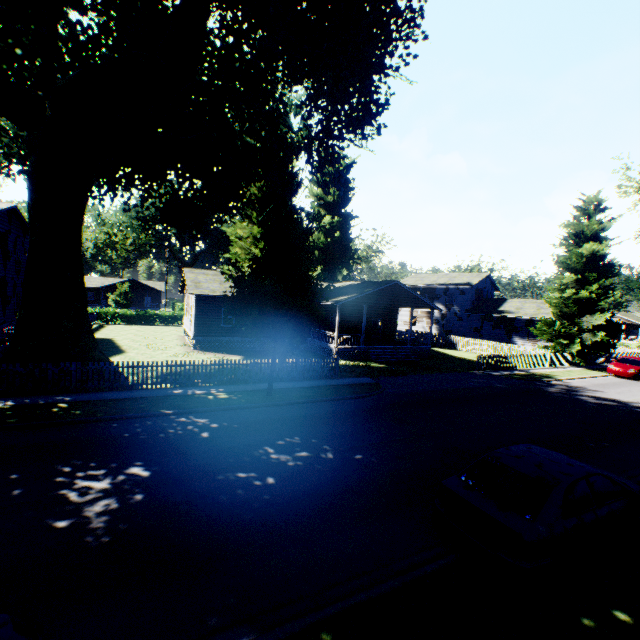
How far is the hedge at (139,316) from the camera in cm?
3978

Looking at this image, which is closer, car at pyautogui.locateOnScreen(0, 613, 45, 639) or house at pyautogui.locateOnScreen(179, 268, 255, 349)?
car at pyautogui.locateOnScreen(0, 613, 45, 639)

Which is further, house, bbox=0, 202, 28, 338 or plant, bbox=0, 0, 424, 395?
house, bbox=0, 202, 28, 338

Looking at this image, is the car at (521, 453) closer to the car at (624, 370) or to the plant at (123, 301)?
the plant at (123, 301)

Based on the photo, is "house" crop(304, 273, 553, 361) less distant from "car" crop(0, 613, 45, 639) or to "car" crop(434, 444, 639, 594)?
"car" crop(434, 444, 639, 594)

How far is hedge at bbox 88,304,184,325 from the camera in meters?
39.8

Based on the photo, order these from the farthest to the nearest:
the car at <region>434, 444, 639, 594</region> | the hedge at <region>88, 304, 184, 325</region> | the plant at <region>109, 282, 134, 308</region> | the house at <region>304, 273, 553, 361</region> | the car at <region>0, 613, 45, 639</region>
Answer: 1. the plant at <region>109, 282, 134, 308</region>
2. the hedge at <region>88, 304, 184, 325</region>
3. the house at <region>304, 273, 553, 361</region>
4. the car at <region>434, 444, 639, 594</region>
5. the car at <region>0, 613, 45, 639</region>

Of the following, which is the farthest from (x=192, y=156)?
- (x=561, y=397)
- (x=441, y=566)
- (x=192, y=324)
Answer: (x=561, y=397)
